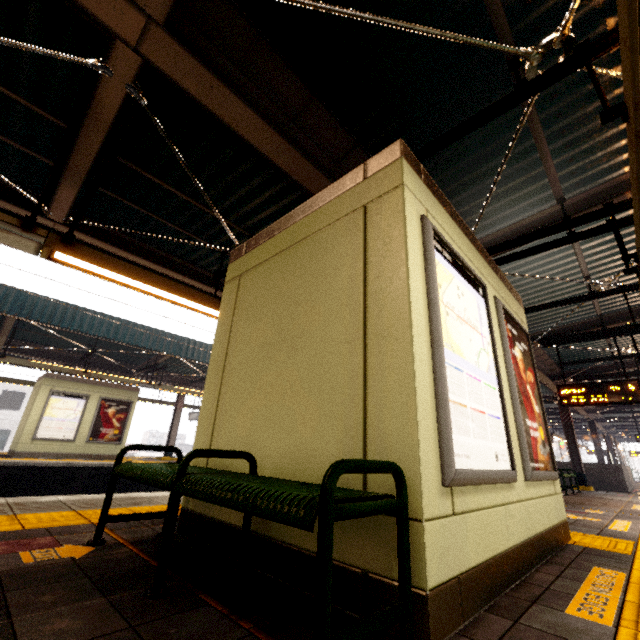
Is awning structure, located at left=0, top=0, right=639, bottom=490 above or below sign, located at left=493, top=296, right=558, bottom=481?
above

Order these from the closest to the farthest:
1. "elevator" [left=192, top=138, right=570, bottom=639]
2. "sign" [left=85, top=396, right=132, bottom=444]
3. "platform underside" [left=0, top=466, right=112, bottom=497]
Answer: "elevator" [left=192, top=138, right=570, bottom=639]
"platform underside" [left=0, top=466, right=112, bottom=497]
"sign" [left=85, top=396, right=132, bottom=444]

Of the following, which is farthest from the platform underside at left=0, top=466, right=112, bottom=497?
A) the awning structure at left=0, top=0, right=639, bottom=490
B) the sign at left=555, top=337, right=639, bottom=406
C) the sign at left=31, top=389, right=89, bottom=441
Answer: the sign at left=555, top=337, right=639, bottom=406

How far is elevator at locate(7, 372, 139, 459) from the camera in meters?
11.5 m

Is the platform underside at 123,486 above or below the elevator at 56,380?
below

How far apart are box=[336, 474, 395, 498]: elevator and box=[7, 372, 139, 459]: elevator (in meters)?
12.59

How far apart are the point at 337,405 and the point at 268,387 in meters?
0.8 m

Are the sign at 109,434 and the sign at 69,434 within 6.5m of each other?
yes
